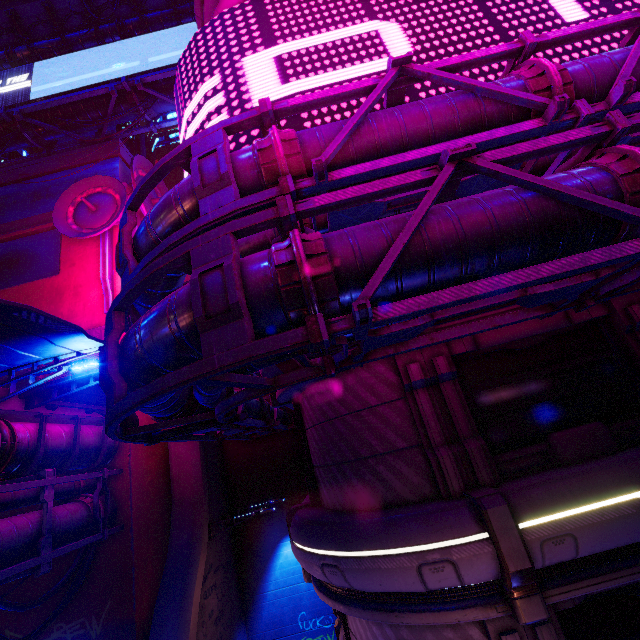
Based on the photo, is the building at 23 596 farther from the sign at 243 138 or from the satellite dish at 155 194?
the sign at 243 138

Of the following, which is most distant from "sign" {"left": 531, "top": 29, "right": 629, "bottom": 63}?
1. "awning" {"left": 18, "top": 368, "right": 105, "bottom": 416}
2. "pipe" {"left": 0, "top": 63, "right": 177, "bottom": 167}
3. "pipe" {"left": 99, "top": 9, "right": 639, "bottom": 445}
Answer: "pipe" {"left": 0, "top": 63, "right": 177, "bottom": 167}

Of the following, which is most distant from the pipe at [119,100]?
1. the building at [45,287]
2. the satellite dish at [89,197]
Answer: the satellite dish at [89,197]

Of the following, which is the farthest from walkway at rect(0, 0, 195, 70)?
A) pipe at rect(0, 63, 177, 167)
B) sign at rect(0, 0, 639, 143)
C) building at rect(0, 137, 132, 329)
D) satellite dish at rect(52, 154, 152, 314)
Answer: sign at rect(0, 0, 639, 143)

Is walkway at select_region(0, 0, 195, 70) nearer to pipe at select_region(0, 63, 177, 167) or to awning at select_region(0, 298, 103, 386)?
awning at select_region(0, 298, 103, 386)

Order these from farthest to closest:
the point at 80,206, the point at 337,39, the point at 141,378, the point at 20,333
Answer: the point at 80,206, the point at 337,39, the point at 20,333, the point at 141,378

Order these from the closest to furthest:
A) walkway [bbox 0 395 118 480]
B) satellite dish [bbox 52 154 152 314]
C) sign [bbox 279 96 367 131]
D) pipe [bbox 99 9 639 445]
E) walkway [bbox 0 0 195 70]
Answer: pipe [bbox 99 9 639 445]
sign [bbox 279 96 367 131]
walkway [bbox 0 395 118 480]
satellite dish [bbox 52 154 152 314]
walkway [bbox 0 0 195 70]

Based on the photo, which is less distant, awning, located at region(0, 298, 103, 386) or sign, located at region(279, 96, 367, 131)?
awning, located at region(0, 298, 103, 386)
